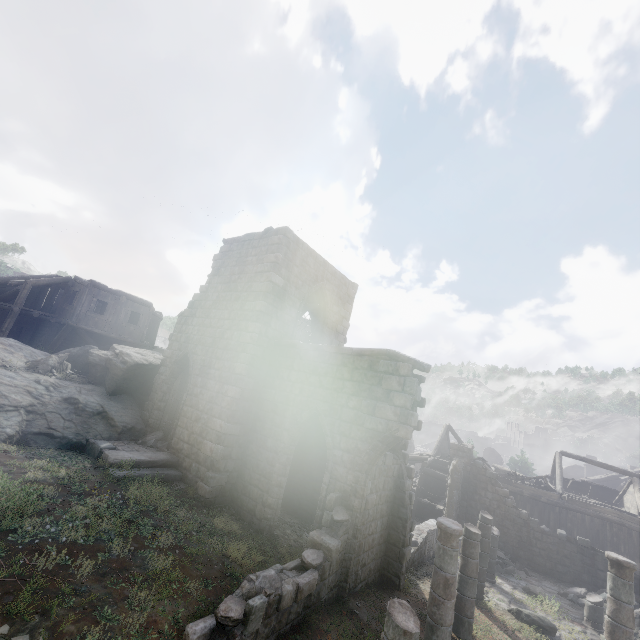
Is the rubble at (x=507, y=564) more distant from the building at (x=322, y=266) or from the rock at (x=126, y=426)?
the rock at (x=126, y=426)

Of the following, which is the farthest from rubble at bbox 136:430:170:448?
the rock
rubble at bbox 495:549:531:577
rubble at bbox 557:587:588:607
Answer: rubble at bbox 557:587:588:607

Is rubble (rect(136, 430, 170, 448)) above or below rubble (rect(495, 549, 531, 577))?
above

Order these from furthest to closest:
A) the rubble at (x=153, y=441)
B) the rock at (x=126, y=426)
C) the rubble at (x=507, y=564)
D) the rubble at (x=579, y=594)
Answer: the rubble at (x=507, y=564) < the rubble at (x=579, y=594) < the rubble at (x=153, y=441) < the rock at (x=126, y=426)

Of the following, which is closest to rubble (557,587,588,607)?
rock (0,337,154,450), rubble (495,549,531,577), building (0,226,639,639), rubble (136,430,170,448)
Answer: building (0,226,639,639)

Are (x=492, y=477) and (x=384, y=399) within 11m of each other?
no

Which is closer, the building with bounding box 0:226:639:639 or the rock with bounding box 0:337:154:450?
the building with bounding box 0:226:639:639

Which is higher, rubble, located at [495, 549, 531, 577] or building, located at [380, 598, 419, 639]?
building, located at [380, 598, 419, 639]
